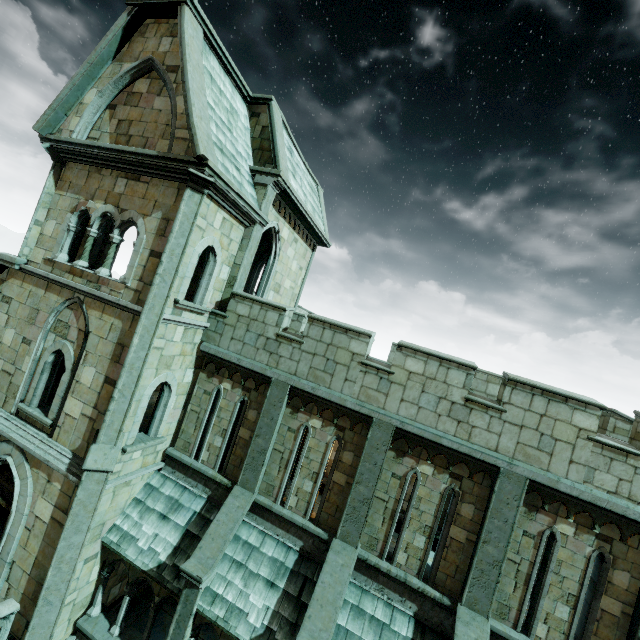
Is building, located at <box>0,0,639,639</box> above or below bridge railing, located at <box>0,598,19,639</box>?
above

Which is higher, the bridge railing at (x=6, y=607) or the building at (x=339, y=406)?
the building at (x=339, y=406)

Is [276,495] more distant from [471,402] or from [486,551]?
[471,402]
